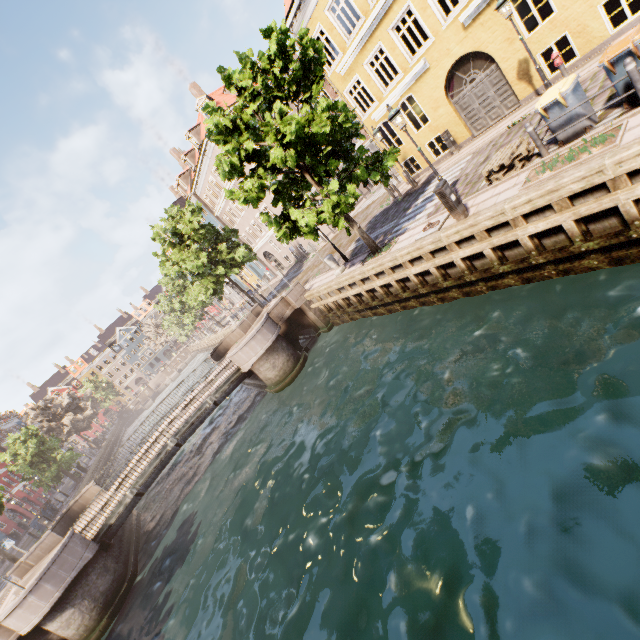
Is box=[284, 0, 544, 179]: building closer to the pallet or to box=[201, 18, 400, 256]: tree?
box=[201, 18, 400, 256]: tree

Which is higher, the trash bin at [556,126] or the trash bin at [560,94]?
the trash bin at [560,94]

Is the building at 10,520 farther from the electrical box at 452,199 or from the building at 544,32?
the building at 544,32

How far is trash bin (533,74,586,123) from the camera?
7.6m

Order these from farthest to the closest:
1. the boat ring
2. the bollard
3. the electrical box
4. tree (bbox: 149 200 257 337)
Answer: tree (bbox: 149 200 257 337) < the boat ring < the electrical box < the bollard

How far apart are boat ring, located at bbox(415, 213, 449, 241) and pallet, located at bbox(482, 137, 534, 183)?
1.4m

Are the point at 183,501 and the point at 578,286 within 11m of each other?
no
